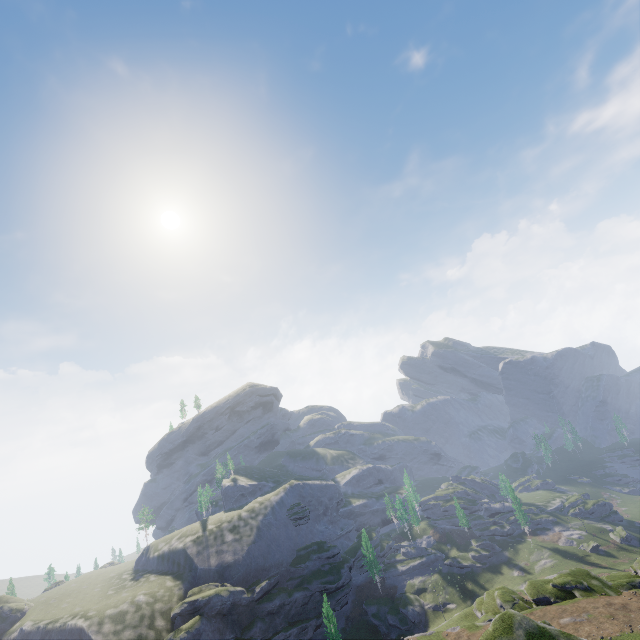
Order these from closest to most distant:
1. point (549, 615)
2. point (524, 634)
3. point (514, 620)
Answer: point (524, 634)
point (514, 620)
point (549, 615)
